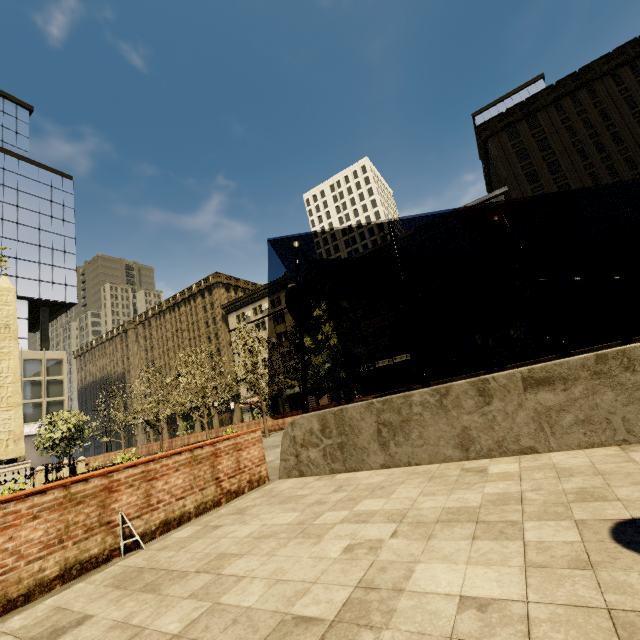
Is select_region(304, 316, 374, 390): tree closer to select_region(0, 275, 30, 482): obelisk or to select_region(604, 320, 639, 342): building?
select_region(604, 320, 639, 342): building

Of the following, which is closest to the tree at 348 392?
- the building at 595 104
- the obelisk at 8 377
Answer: the building at 595 104

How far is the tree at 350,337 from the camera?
13.1 meters

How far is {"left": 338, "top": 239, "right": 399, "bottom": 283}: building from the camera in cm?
4297

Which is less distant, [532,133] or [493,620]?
[493,620]

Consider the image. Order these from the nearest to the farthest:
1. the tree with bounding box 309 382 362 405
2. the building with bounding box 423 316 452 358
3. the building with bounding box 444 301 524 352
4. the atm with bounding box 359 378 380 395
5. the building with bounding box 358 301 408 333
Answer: the tree with bounding box 309 382 362 405
the atm with bounding box 359 378 380 395
the building with bounding box 444 301 524 352
the building with bounding box 423 316 452 358
the building with bounding box 358 301 408 333

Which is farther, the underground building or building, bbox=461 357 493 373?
building, bbox=461 357 493 373

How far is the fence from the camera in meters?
14.9 m
